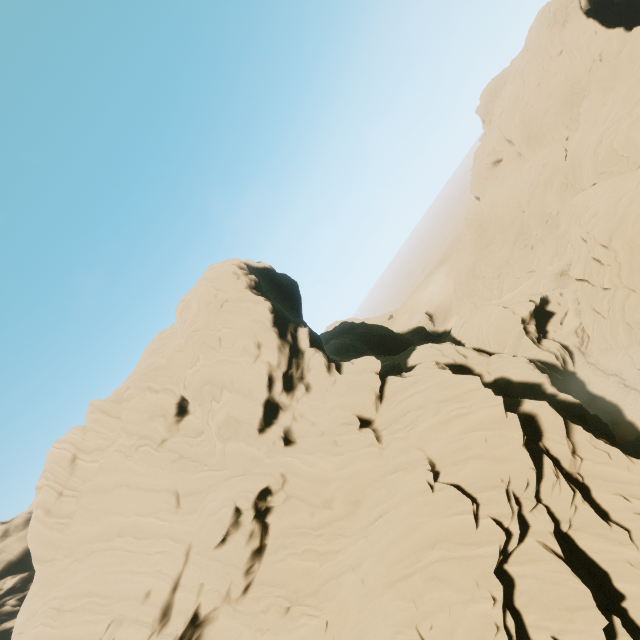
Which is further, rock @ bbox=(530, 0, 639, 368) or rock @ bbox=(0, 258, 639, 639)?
rock @ bbox=(530, 0, 639, 368)

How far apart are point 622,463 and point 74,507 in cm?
4462

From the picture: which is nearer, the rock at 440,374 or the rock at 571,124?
the rock at 440,374
